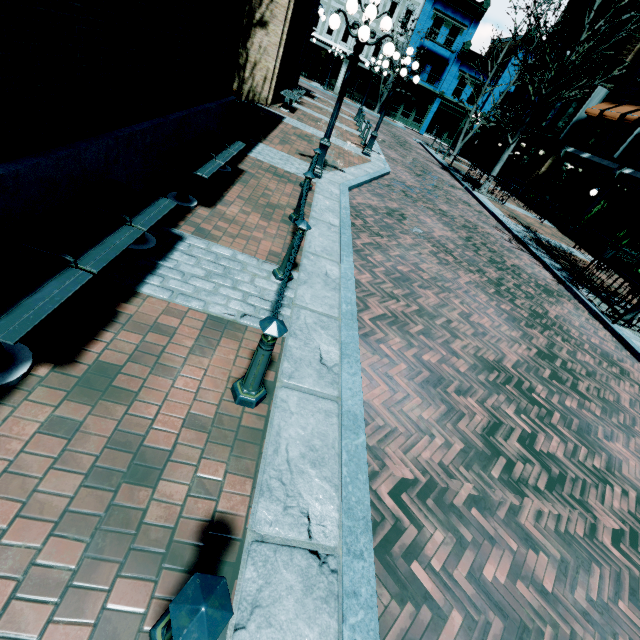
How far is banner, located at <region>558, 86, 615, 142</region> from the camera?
18.34m

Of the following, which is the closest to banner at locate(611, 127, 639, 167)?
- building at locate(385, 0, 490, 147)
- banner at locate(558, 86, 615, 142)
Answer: banner at locate(558, 86, 615, 142)

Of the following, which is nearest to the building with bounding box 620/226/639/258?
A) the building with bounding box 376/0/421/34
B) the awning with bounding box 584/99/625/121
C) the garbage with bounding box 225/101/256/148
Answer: the awning with bounding box 584/99/625/121

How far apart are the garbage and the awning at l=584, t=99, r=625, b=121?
20.60m

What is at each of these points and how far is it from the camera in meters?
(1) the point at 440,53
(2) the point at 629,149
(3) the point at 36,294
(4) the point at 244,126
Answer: (1) building, 32.2
(2) banner, 15.7
(3) bench, 2.1
(4) garbage, 7.6

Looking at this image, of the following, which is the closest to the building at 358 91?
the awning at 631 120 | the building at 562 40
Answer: the building at 562 40

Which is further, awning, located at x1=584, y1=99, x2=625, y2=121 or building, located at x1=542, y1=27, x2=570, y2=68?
building, located at x1=542, y1=27, x2=570, y2=68

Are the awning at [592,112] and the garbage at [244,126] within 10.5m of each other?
no
